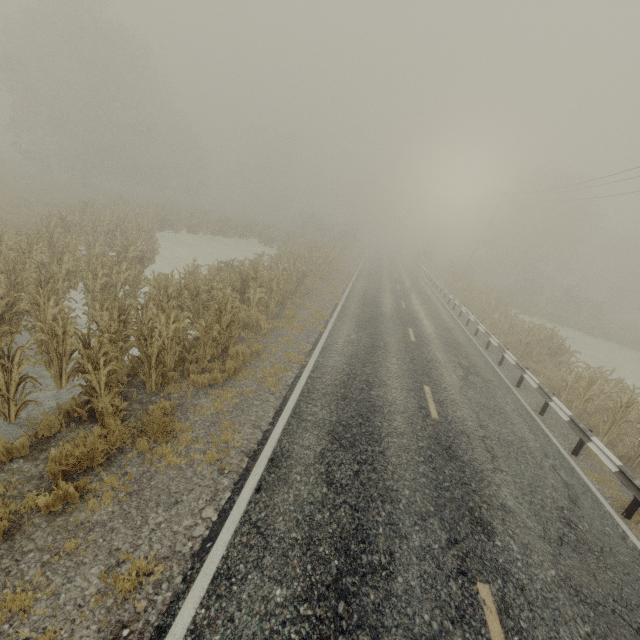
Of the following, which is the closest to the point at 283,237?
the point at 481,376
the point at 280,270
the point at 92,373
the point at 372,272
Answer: the point at 372,272

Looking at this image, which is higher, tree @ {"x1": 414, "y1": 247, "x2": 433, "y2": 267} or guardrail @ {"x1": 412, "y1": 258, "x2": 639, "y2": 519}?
tree @ {"x1": 414, "y1": 247, "x2": 433, "y2": 267}

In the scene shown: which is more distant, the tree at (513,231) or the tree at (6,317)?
the tree at (513,231)

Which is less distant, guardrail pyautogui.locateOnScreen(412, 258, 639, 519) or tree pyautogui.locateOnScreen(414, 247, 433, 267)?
guardrail pyautogui.locateOnScreen(412, 258, 639, 519)

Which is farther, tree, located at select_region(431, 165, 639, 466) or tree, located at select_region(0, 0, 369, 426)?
tree, located at select_region(431, 165, 639, 466)

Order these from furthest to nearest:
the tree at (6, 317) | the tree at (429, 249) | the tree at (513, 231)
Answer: the tree at (429, 249)
the tree at (513, 231)
the tree at (6, 317)

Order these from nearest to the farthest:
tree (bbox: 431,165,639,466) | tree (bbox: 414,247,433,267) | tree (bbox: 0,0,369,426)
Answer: tree (bbox: 0,0,369,426) → tree (bbox: 431,165,639,466) → tree (bbox: 414,247,433,267)

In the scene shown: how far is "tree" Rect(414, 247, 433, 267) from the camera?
52.22m
